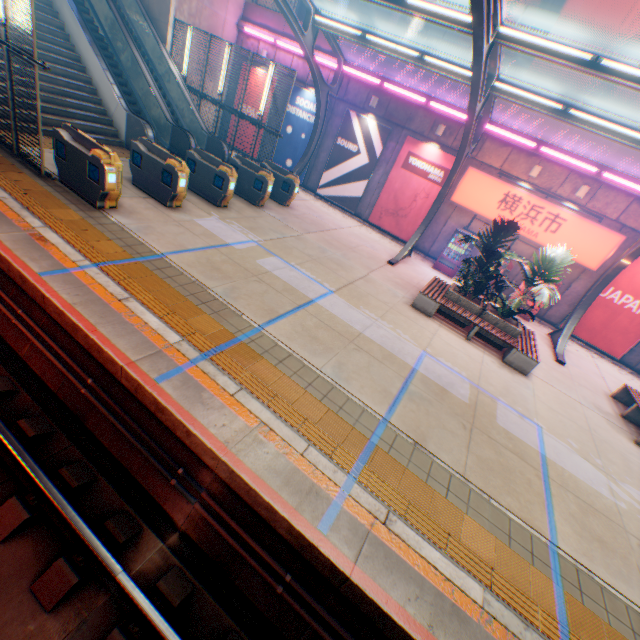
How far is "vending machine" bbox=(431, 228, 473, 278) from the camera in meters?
14.6 m

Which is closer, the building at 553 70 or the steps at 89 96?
the steps at 89 96

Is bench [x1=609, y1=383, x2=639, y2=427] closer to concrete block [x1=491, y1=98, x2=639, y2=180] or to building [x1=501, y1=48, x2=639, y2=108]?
concrete block [x1=491, y1=98, x2=639, y2=180]

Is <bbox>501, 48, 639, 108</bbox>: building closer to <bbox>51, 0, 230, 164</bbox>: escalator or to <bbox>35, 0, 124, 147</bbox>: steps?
<bbox>51, 0, 230, 164</bbox>: escalator

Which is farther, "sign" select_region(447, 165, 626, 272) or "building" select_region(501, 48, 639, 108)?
"building" select_region(501, 48, 639, 108)

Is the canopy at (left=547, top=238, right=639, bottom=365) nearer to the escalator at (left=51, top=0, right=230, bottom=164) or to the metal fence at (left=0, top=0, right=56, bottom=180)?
the metal fence at (left=0, top=0, right=56, bottom=180)

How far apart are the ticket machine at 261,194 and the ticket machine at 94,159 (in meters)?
3.42

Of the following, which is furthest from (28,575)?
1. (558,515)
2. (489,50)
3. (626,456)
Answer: (489,50)
